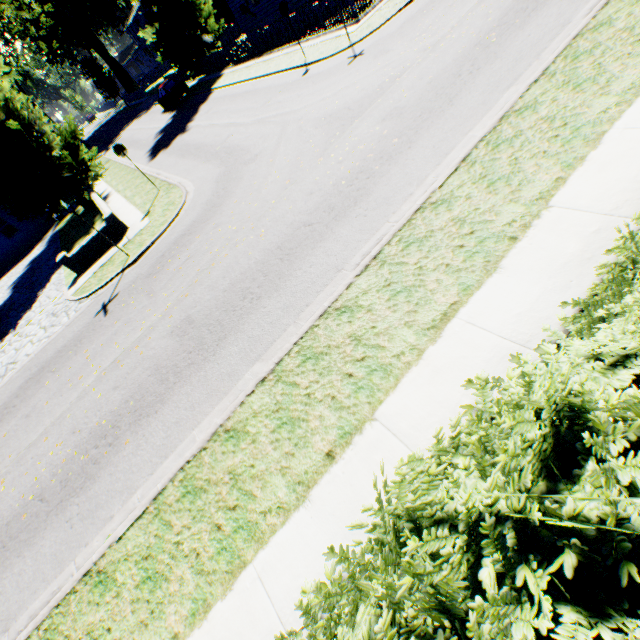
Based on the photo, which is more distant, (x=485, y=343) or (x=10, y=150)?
(x=10, y=150)

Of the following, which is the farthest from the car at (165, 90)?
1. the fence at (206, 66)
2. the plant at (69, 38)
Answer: the fence at (206, 66)

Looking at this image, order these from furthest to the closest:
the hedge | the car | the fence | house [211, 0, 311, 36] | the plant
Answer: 1. the car
2. house [211, 0, 311, 36]
3. the fence
4. the plant
5. the hedge

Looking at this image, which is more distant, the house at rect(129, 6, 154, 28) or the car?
the house at rect(129, 6, 154, 28)

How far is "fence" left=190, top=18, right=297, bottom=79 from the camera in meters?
20.4 m

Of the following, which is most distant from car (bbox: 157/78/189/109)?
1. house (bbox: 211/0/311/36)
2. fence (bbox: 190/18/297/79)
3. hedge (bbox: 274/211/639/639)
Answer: hedge (bbox: 274/211/639/639)

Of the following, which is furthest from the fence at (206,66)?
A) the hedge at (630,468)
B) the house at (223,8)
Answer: the hedge at (630,468)

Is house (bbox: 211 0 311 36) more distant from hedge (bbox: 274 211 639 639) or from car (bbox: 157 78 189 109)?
hedge (bbox: 274 211 639 639)
